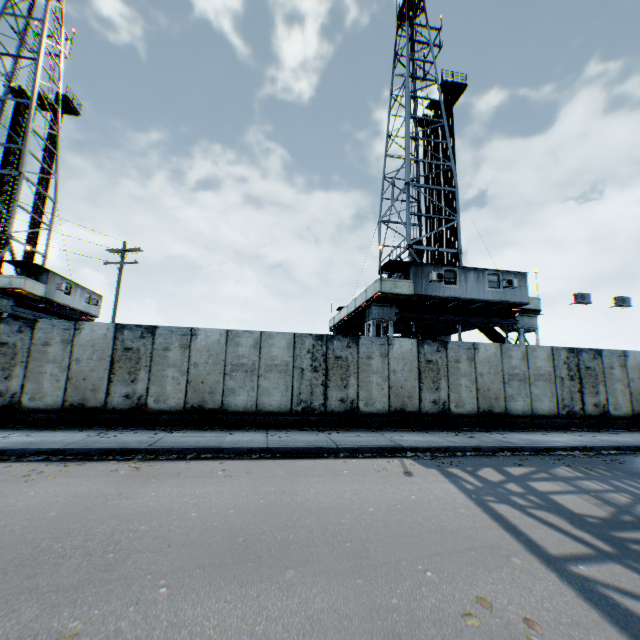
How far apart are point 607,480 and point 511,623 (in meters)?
6.31

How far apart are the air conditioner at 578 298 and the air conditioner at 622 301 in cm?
183

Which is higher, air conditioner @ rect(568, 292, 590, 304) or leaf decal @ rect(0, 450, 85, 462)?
air conditioner @ rect(568, 292, 590, 304)

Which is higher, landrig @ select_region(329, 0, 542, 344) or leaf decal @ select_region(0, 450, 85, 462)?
landrig @ select_region(329, 0, 542, 344)

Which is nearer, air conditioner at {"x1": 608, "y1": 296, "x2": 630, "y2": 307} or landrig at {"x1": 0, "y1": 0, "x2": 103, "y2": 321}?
air conditioner at {"x1": 608, "y1": 296, "x2": 630, "y2": 307}

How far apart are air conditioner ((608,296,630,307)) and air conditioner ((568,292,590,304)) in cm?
183

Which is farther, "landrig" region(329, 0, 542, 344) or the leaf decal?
"landrig" region(329, 0, 542, 344)

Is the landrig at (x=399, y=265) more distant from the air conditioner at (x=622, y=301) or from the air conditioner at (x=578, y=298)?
the air conditioner at (x=622, y=301)
